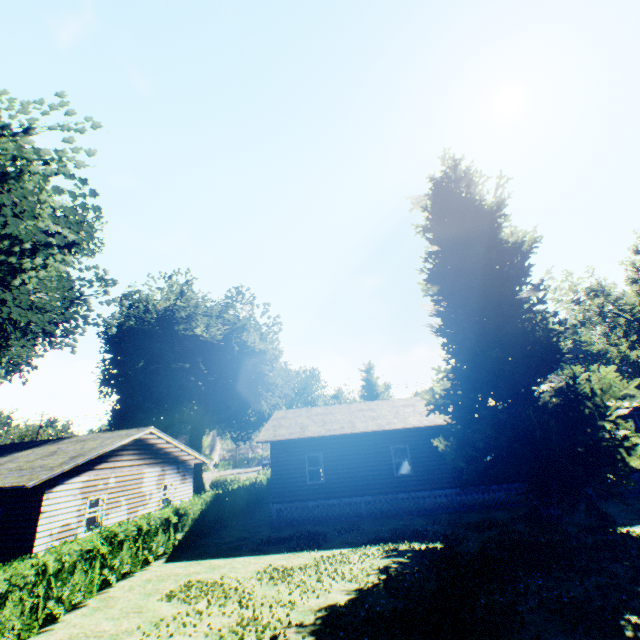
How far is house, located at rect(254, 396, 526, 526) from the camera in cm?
1769

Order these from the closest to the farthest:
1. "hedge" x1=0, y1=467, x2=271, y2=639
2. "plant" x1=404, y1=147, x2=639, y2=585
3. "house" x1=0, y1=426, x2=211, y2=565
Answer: "hedge" x1=0, y1=467, x2=271, y2=639
"plant" x1=404, y1=147, x2=639, y2=585
"house" x1=0, y1=426, x2=211, y2=565

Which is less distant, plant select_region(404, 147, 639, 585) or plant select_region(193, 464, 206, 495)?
plant select_region(404, 147, 639, 585)

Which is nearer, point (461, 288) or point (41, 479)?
point (41, 479)

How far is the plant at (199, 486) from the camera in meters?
34.5 m

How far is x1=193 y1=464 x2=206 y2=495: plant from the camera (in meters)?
34.53

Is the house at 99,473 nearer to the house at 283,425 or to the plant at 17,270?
the plant at 17,270

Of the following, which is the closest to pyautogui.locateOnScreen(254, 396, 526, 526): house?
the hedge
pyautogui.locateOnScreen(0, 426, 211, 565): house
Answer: the hedge
